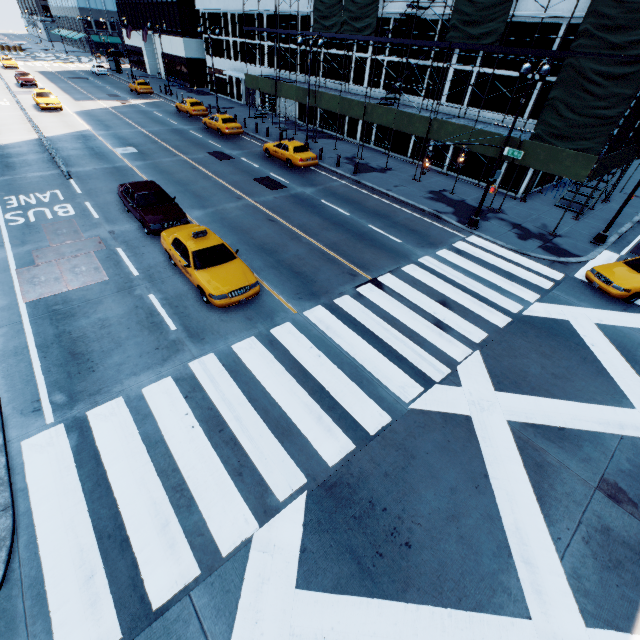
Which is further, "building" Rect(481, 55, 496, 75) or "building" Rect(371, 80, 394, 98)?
"building" Rect(371, 80, 394, 98)

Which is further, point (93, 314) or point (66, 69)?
point (66, 69)

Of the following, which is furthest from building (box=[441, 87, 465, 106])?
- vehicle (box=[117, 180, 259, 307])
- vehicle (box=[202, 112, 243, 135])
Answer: vehicle (box=[117, 180, 259, 307])

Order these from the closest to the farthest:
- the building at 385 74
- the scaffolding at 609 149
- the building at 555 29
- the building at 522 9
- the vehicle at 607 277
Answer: the vehicle at 607 277, the scaffolding at 609 149, the building at 522 9, the building at 555 29, the building at 385 74

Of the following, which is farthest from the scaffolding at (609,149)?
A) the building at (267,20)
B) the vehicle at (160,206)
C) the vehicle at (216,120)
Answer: the vehicle at (160,206)

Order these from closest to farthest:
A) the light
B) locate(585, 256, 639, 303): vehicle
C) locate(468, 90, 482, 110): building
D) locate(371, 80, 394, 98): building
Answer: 1. locate(585, 256, 639, 303): vehicle
2. the light
3. locate(468, 90, 482, 110): building
4. locate(371, 80, 394, 98): building

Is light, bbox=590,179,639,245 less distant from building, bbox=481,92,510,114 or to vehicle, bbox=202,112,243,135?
building, bbox=481,92,510,114

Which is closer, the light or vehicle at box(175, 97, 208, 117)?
the light
